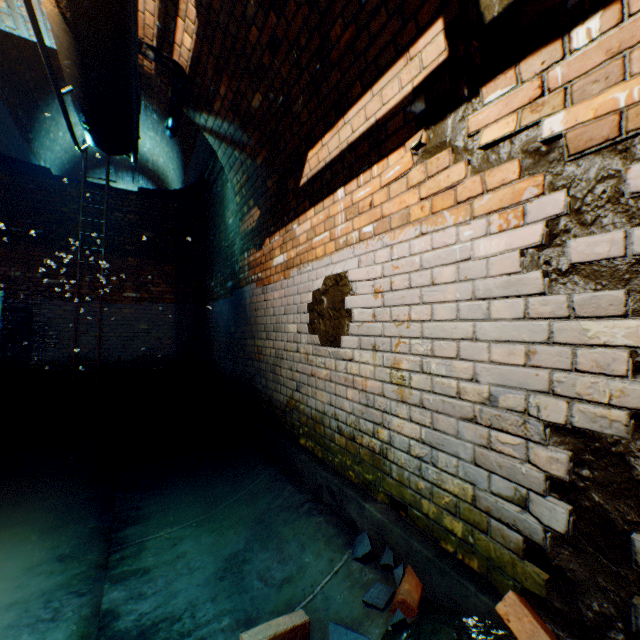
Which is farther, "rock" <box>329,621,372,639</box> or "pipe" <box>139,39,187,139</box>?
"pipe" <box>139,39,187,139</box>

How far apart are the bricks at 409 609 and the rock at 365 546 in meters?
0.0 m

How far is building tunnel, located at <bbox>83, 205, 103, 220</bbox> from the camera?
7.21m

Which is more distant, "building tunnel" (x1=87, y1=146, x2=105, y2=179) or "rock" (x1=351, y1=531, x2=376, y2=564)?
"building tunnel" (x1=87, y1=146, x2=105, y2=179)

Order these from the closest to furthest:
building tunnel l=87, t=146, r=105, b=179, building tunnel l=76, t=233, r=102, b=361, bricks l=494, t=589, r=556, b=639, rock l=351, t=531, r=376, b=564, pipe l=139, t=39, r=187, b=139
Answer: bricks l=494, t=589, r=556, b=639
rock l=351, t=531, r=376, b=564
pipe l=139, t=39, r=187, b=139
building tunnel l=76, t=233, r=102, b=361
building tunnel l=87, t=146, r=105, b=179

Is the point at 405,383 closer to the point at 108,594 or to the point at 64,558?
the point at 108,594

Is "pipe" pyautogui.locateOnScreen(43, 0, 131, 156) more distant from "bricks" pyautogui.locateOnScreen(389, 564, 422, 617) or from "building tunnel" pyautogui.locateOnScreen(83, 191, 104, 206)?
"bricks" pyautogui.locateOnScreen(389, 564, 422, 617)

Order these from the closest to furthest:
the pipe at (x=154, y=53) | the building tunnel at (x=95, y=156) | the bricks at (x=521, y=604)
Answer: the bricks at (x=521, y=604), the pipe at (x=154, y=53), the building tunnel at (x=95, y=156)
